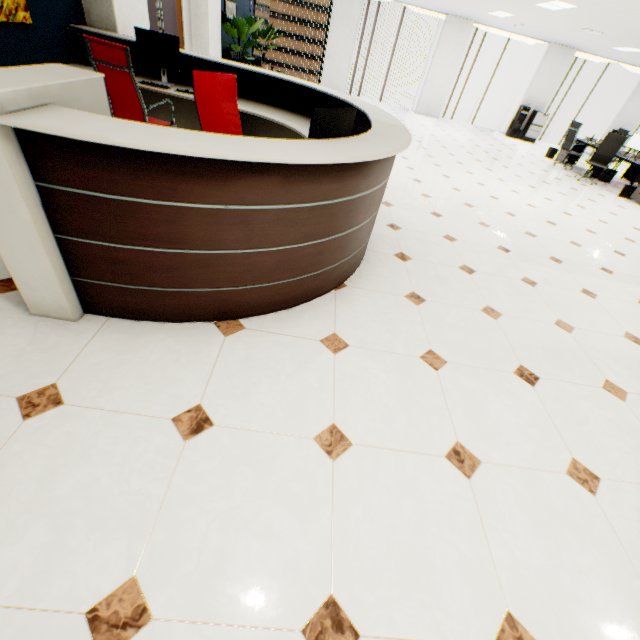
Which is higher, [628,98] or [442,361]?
[628,98]

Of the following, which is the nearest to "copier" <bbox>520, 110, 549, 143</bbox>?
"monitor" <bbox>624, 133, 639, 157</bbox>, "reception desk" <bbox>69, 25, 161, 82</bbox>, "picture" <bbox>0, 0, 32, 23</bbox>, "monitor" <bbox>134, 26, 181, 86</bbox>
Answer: "monitor" <bbox>624, 133, 639, 157</bbox>

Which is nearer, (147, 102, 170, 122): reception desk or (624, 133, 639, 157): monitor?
(147, 102, 170, 122): reception desk

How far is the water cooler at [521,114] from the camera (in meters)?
12.58

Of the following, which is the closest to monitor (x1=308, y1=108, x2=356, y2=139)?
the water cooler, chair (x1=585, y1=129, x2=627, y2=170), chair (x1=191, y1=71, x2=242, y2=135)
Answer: chair (x1=191, y1=71, x2=242, y2=135)

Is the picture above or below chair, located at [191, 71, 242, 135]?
above

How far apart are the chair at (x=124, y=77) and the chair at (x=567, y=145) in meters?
11.0

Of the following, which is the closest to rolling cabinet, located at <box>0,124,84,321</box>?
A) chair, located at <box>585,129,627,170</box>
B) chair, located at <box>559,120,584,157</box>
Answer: chair, located at <box>585,129,627,170</box>
